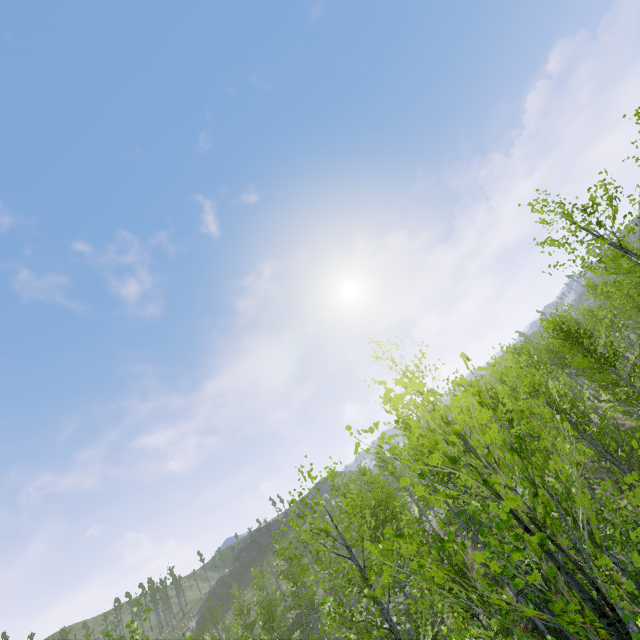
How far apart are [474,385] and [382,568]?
21.7 meters
